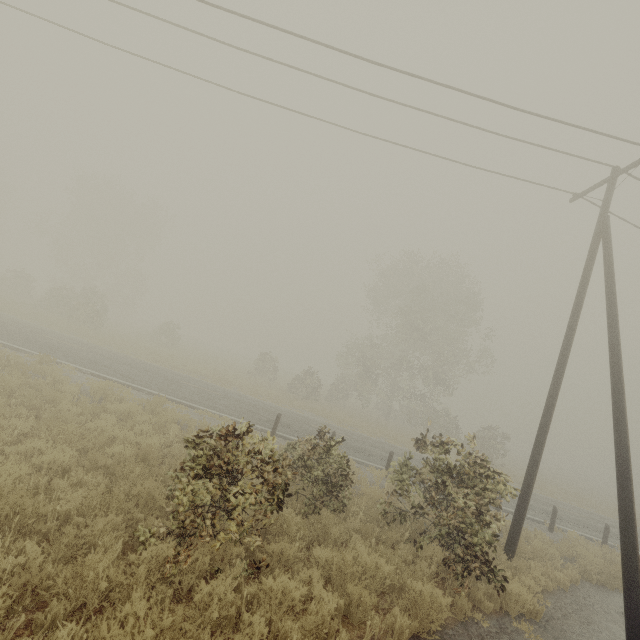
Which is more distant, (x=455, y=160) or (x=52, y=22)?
(x=455, y=160)

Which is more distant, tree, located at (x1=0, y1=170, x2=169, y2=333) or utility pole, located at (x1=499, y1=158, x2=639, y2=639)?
tree, located at (x1=0, y1=170, x2=169, y2=333)

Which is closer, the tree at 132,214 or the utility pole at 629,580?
the utility pole at 629,580
